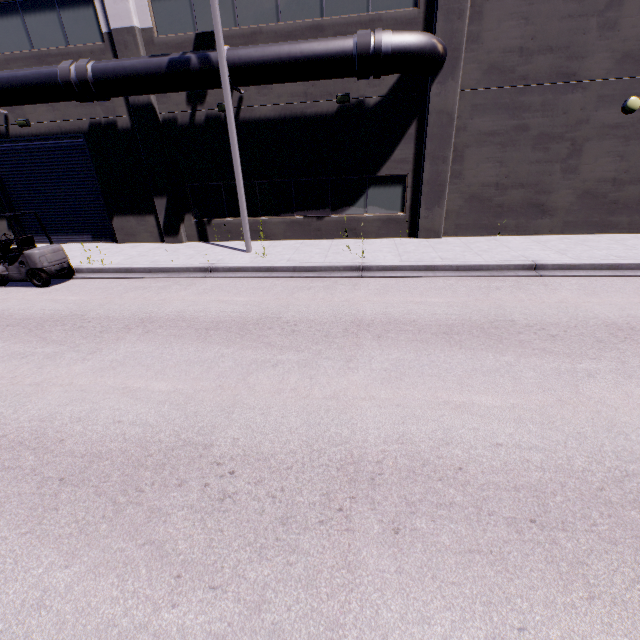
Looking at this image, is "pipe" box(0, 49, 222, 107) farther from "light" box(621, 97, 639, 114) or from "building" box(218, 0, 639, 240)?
"light" box(621, 97, 639, 114)

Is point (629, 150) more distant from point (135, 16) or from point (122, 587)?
point (135, 16)

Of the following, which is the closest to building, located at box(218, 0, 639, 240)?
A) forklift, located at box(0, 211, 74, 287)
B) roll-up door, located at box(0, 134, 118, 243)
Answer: roll-up door, located at box(0, 134, 118, 243)

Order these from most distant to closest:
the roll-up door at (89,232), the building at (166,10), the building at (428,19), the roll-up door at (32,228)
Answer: the roll-up door at (32,228) → the roll-up door at (89,232) → the building at (166,10) → the building at (428,19)

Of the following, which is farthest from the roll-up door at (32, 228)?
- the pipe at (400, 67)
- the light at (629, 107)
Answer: the light at (629, 107)

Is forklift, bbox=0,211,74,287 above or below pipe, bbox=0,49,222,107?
below

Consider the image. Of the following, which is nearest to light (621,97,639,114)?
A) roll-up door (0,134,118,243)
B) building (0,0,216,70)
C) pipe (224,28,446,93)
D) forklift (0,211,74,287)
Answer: building (0,0,216,70)

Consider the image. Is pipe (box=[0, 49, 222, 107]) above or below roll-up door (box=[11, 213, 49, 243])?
above
